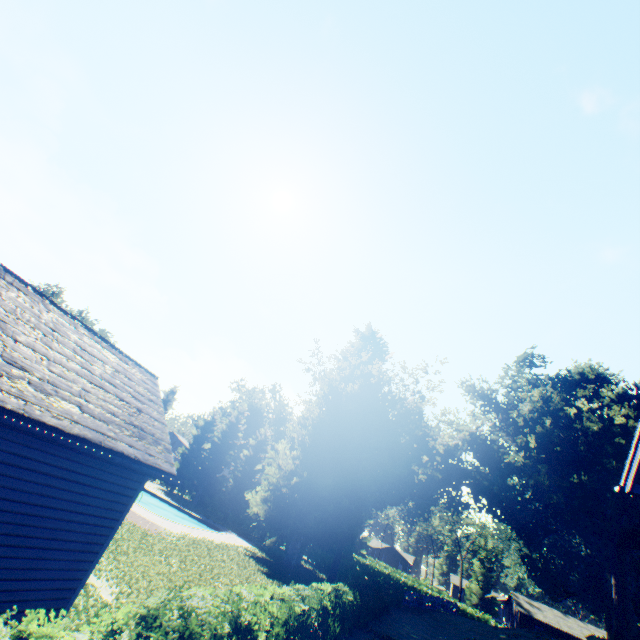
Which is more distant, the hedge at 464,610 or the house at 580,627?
the house at 580,627

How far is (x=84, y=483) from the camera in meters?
6.7 m

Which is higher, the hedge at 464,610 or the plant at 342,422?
the plant at 342,422

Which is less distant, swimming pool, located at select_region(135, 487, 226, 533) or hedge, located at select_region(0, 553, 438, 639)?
hedge, located at select_region(0, 553, 438, 639)

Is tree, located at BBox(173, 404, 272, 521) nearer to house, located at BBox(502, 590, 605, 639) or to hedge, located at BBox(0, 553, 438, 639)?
hedge, located at BBox(0, 553, 438, 639)

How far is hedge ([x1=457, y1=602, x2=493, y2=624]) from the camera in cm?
4493

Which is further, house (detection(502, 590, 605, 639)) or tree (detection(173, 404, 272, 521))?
house (detection(502, 590, 605, 639))

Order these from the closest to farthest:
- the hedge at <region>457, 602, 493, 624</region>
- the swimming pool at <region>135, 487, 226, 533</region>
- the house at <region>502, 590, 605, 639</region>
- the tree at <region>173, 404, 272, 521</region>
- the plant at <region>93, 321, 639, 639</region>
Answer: the plant at <region>93, 321, 639, 639</region>, the swimming pool at <region>135, 487, 226, 533</region>, the tree at <region>173, 404, 272, 521</region>, the hedge at <region>457, 602, 493, 624</region>, the house at <region>502, 590, 605, 639</region>
